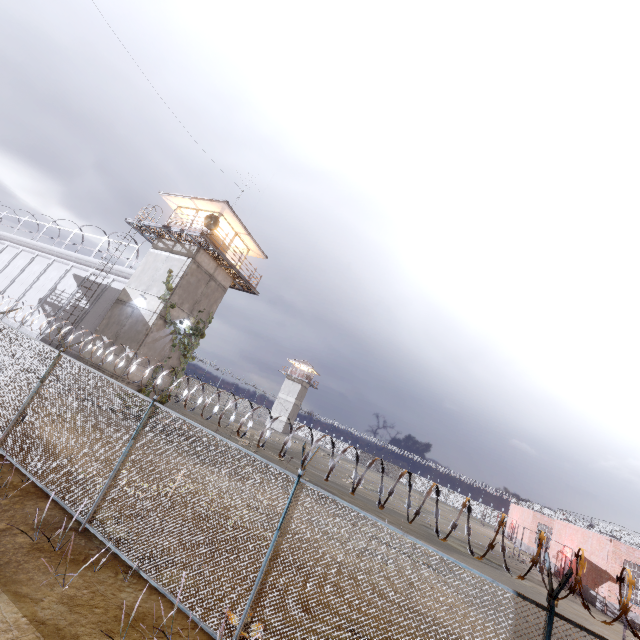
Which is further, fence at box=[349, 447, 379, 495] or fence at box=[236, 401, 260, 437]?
fence at box=[236, 401, 260, 437]

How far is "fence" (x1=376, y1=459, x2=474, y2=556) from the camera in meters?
4.8

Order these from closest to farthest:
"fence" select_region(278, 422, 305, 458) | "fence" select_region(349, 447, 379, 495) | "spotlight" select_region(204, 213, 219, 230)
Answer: "fence" select_region(349, 447, 379, 495)
"fence" select_region(278, 422, 305, 458)
"spotlight" select_region(204, 213, 219, 230)

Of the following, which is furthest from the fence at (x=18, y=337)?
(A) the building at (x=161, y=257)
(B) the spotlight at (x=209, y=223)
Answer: (B) the spotlight at (x=209, y=223)

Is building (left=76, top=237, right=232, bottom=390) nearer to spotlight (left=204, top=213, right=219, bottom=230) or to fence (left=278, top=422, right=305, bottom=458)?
spotlight (left=204, top=213, right=219, bottom=230)

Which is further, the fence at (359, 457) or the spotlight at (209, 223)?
the spotlight at (209, 223)

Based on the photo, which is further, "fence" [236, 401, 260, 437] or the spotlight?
the spotlight

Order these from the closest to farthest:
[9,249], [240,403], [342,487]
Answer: [9,249] → [342,487] → [240,403]
